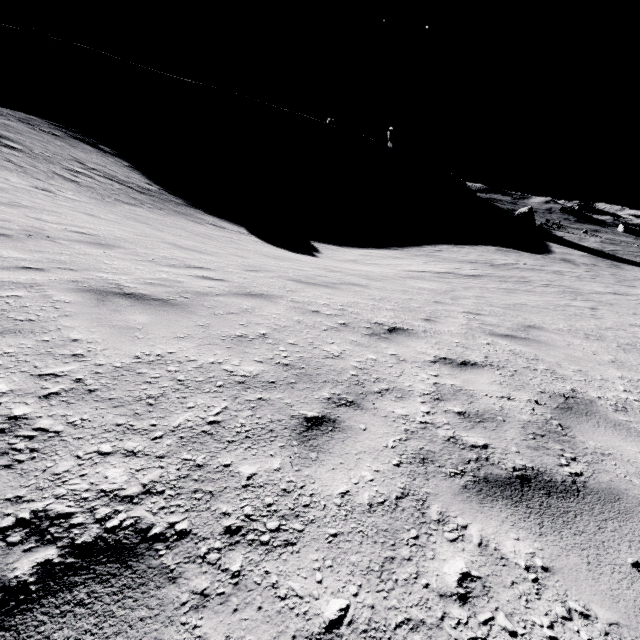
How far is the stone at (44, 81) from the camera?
54.4m

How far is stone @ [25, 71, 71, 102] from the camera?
54.4 meters

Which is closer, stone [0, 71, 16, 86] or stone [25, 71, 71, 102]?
stone [0, 71, 16, 86]

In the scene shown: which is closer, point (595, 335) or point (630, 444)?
point (630, 444)

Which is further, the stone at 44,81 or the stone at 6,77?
the stone at 44,81
